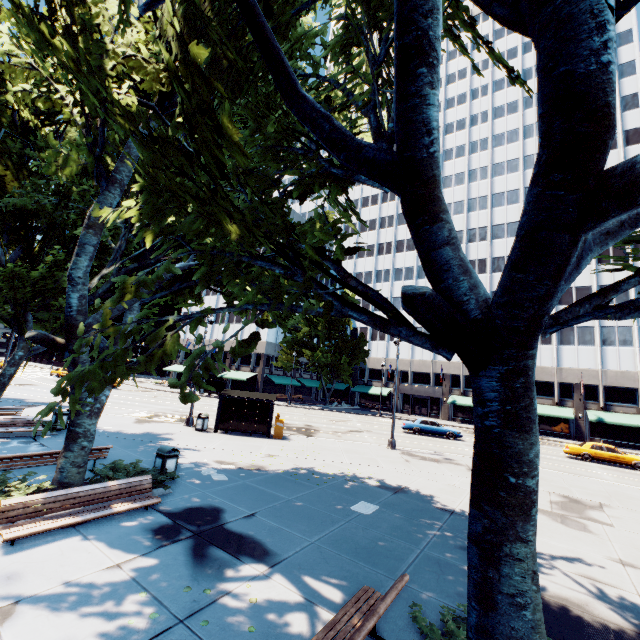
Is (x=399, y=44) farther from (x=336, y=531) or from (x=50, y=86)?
(x=50, y=86)

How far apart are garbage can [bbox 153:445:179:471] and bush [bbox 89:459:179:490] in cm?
67

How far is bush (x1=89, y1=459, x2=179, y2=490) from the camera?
8.79m

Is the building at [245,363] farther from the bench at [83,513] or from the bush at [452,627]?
the bush at [452,627]

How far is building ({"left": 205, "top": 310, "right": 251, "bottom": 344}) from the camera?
55.3m

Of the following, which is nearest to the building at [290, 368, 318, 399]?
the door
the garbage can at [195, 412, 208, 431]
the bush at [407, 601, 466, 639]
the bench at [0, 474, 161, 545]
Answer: the door

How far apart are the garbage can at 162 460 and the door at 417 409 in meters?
46.8

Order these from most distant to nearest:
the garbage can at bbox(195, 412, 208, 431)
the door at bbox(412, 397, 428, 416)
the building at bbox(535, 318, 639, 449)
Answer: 1. the door at bbox(412, 397, 428, 416)
2. the building at bbox(535, 318, 639, 449)
3. the garbage can at bbox(195, 412, 208, 431)
